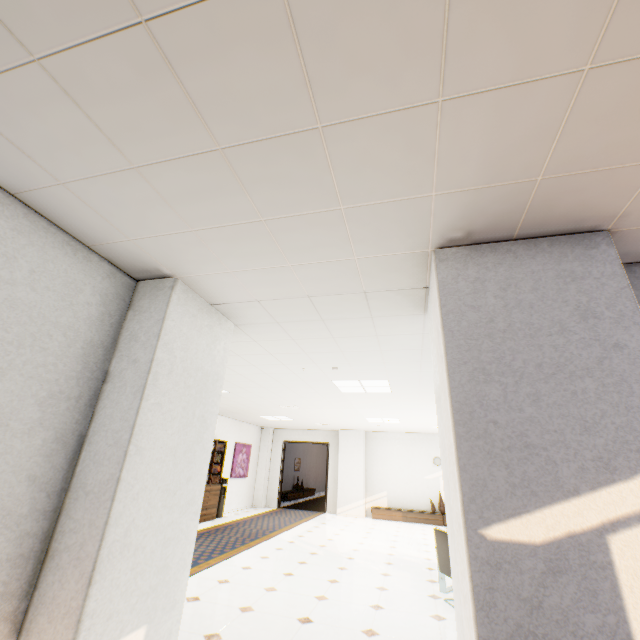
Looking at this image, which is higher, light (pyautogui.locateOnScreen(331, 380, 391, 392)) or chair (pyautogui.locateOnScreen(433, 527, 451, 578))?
light (pyautogui.locateOnScreen(331, 380, 391, 392))

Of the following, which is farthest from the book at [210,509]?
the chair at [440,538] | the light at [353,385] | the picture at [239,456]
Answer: the chair at [440,538]

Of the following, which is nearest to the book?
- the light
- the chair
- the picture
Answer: the picture

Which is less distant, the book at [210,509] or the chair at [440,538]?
the chair at [440,538]

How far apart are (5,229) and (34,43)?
1.15m

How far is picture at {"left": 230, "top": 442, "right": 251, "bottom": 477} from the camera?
11.4m

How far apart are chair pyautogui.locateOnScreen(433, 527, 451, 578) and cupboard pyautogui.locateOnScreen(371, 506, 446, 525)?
7.1m

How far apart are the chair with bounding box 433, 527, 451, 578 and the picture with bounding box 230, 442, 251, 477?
8.30m
